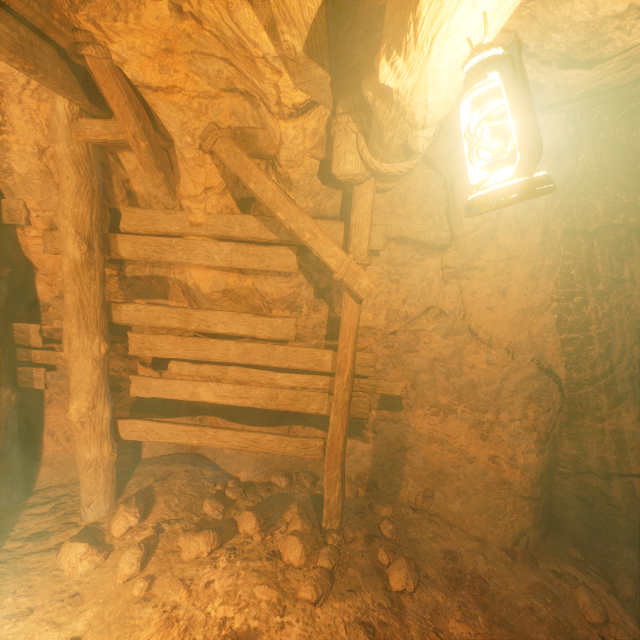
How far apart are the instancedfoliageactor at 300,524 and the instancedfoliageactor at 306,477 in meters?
0.3 m

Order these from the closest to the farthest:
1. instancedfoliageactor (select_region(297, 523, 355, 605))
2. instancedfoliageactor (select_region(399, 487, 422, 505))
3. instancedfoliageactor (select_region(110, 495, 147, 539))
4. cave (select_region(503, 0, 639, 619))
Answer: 1. cave (select_region(503, 0, 639, 619))
2. instancedfoliageactor (select_region(297, 523, 355, 605))
3. instancedfoliageactor (select_region(110, 495, 147, 539))
4. instancedfoliageactor (select_region(399, 487, 422, 505))

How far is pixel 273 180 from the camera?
2.7 meters

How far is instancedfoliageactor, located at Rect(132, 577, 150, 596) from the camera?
2.79m

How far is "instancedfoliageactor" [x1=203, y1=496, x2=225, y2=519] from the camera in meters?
3.7 m

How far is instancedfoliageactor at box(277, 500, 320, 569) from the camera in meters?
3.0

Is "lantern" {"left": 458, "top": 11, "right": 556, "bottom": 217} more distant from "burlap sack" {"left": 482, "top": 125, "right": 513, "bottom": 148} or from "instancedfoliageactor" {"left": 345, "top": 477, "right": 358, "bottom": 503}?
"instancedfoliageactor" {"left": 345, "top": 477, "right": 358, "bottom": 503}

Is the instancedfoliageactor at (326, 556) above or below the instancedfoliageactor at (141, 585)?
below
